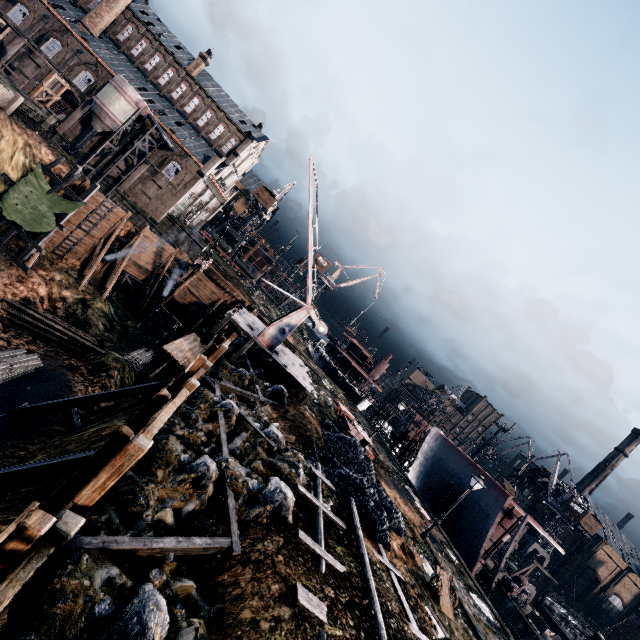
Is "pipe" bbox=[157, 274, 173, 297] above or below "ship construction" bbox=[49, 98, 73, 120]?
below

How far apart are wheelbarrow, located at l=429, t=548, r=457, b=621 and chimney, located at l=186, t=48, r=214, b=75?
74.6m

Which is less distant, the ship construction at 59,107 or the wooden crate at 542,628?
the wooden crate at 542,628

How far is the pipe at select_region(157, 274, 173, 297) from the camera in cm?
4094

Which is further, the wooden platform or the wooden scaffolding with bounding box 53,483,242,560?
the wooden platform

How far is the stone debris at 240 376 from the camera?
20.0m

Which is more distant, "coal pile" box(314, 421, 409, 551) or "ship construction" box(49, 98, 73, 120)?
"ship construction" box(49, 98, 73, 120)

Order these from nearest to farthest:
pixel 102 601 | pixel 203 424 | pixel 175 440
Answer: pixel 102 601, pixel 175 440, pixel 203 424
